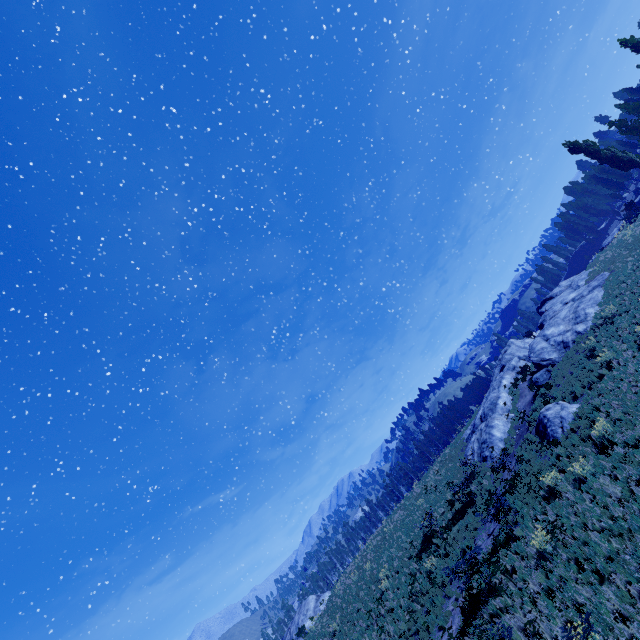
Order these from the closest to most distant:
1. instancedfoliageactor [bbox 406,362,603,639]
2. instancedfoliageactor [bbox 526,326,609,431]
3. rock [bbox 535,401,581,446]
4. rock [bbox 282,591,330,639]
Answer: instancedfoliageactor [bbox 406,362,603,639] → rock [bbox 535,401,581,446] → instancedfoliageactor [bbox 526,326,609,431] → rock [bbox 282,591,330,639]

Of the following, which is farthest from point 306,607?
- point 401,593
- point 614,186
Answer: point 614,186

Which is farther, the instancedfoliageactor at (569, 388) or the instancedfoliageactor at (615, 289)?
the instancedfoliageactor at (615, 289)

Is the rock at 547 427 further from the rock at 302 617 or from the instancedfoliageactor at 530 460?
the rock at 302 617

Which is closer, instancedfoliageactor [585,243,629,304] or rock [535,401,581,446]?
rock [535,401,581,446]

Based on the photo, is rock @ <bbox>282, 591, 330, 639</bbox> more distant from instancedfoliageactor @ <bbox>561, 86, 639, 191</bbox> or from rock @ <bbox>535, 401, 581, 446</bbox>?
rock @ <bbox>535, 401, 581, 446</bbox>

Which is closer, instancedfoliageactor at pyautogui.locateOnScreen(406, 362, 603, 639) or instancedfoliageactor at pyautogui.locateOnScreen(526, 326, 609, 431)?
instancedfoliageactor at pyautogui.locateOnScreen(406, 362, 603, 639)
